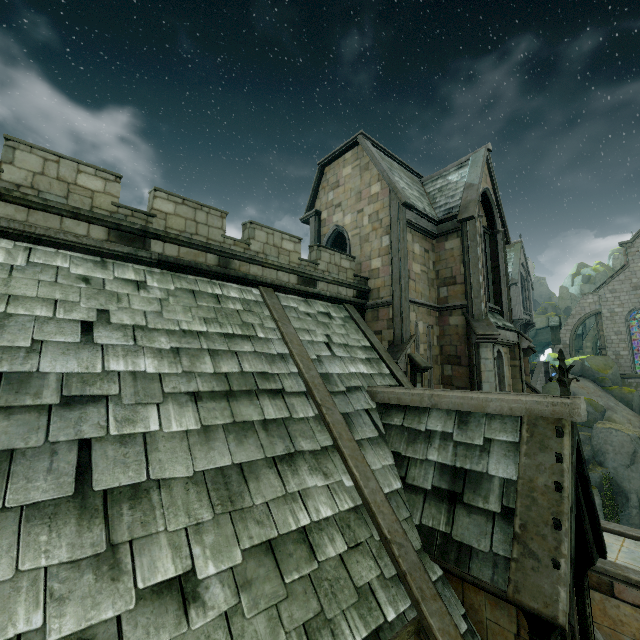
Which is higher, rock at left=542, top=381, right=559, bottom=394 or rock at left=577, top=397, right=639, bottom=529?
rock at left=542, top=381, right=559, bottom=394

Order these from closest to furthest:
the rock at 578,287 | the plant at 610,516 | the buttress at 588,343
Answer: the plant at 610,516, the buttress at 588,343, the rock at 578,287

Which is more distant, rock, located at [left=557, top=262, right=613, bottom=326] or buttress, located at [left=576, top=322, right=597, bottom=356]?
→ rock, located at [left=557, top=262, right=613, bottom=326]

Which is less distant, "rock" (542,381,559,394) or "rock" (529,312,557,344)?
"rock" (542,381,559,394)

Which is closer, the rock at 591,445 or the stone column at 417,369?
the stone column at 417,369

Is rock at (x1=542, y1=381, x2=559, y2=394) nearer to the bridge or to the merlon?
the merlon

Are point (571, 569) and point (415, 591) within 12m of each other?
yes

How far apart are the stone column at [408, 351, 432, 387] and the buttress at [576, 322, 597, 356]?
47.13m
